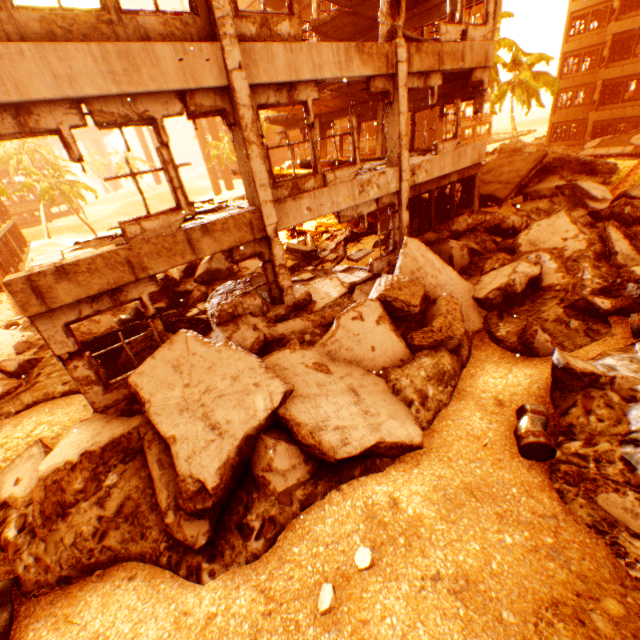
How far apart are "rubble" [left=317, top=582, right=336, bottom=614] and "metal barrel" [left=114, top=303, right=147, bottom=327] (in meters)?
8.76

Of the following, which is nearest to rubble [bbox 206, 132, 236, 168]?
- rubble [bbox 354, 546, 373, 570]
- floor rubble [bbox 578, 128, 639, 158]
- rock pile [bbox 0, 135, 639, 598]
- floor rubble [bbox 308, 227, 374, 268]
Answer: rock pile [bbox 0, 135, 639, 598]

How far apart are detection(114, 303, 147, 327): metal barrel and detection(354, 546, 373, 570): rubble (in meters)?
8.81

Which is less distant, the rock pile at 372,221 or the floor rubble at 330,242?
the floor rubble at 330,242

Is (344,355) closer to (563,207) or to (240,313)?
(240,313)

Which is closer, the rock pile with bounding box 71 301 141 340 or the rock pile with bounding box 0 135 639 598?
the rock pile with bounding box 0 135 639 598

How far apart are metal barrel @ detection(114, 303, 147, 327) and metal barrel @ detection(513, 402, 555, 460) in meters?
10.2 m

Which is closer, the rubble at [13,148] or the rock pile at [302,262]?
the rock pile at [302,262]
